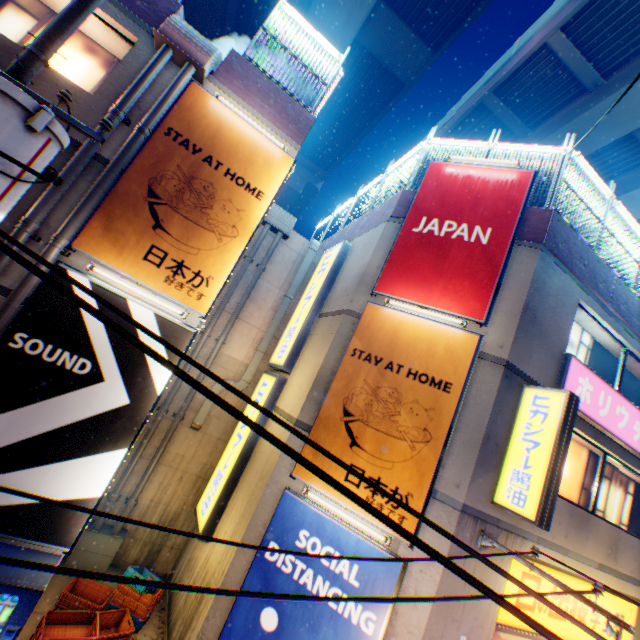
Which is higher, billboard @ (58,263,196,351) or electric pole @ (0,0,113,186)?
electric pole @ (0,0,113,186)

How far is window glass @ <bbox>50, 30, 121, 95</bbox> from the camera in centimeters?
696cm

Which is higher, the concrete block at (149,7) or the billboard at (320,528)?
the concrete block at (149,7)

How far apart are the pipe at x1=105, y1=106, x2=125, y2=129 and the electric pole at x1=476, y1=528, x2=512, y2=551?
9.71m

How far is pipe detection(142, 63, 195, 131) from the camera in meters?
6.3 m

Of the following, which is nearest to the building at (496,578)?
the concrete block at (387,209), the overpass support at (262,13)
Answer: the concrete block at (387,209)

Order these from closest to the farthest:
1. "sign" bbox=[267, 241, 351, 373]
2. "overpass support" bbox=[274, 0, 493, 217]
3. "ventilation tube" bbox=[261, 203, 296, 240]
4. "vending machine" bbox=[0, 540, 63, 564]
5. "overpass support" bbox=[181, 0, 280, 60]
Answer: "vending machine" bbox=[0, 540, 63, 564]
"sign" bbox=[267, 241, 351, 373]
"ventilation tube" bbox=[261, 203, 296, 240]
"overpass support" bbox=[274, 0, 493, 217]
"overpass support" bbox=[181, 0, 280, 60]

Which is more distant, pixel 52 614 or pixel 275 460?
pixel 275 460
